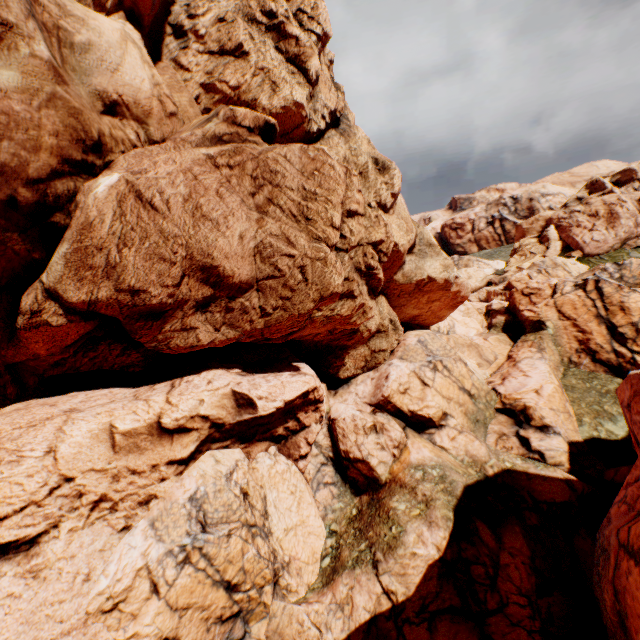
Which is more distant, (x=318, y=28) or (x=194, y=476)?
(x=318, y=28)
